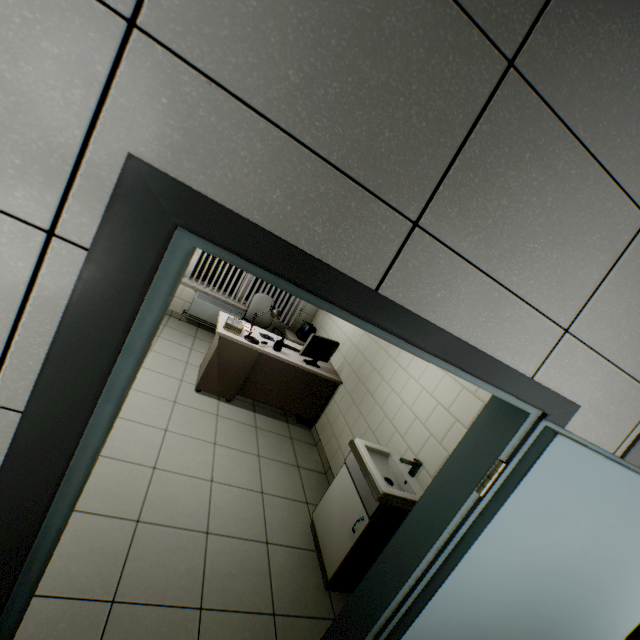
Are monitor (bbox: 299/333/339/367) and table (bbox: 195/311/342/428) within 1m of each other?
yes

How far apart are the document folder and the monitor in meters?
1.4 m

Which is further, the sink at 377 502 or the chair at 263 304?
the chair at 263 304

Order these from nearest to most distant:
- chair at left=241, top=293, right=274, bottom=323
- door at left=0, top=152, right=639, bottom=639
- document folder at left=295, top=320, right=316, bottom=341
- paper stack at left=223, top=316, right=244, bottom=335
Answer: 1. door at left=0, top=152, right=639, bottom=639
2. paper stack at left=223, top=316, right=244, bottom=335
3. chair at left=241, top=293, right=274, bottom=323
4. document folder at left=295, top=320, right=316, bottom=341

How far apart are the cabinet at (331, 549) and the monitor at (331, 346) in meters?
1.7

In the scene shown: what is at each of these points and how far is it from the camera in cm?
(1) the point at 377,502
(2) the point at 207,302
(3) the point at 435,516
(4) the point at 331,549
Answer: (1) sink, 233
(2) radiator, 568
(3) door, 155
(4) cabinet, 256

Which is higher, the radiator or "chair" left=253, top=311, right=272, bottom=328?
"chair" left=253, top=311, right=272, bottom=328

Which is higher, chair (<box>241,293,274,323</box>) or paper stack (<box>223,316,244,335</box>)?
chair (<box>241,293,274,323</box>)
